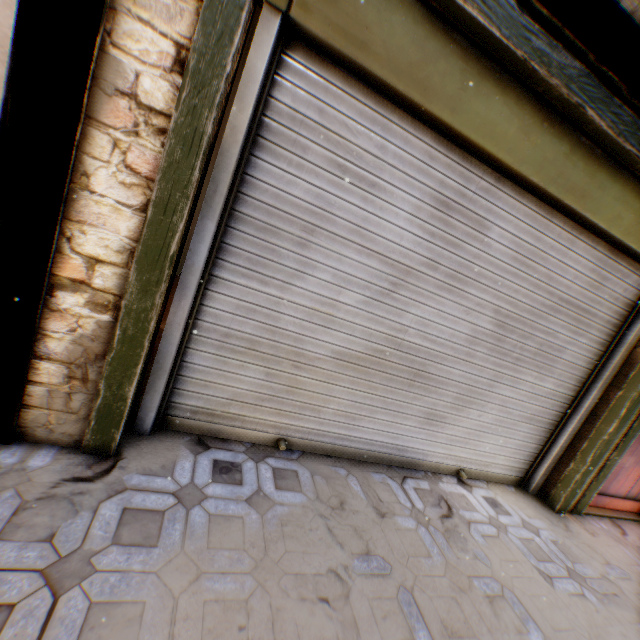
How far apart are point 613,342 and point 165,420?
4.03m

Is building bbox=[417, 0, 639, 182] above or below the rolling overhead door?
above

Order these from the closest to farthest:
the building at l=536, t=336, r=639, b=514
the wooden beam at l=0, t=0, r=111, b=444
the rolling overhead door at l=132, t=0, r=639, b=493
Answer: the wooden beam at l=0, t=0, r=111, b=444
the rolling overhead door at l=132, t=0, r=639, b=493
the building at l=536, t=336, r=639, b=514

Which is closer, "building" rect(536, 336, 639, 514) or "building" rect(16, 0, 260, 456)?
"building" rect(16, 0, 260, 456)

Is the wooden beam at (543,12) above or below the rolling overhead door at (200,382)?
above

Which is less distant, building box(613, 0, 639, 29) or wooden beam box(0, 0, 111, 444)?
wooden beam box(0, 0, 111, 444)

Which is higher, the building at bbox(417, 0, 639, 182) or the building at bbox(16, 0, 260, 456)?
the building at bbox(417, 0, 639, 182)

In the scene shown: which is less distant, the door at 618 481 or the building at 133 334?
the building at 133 334
